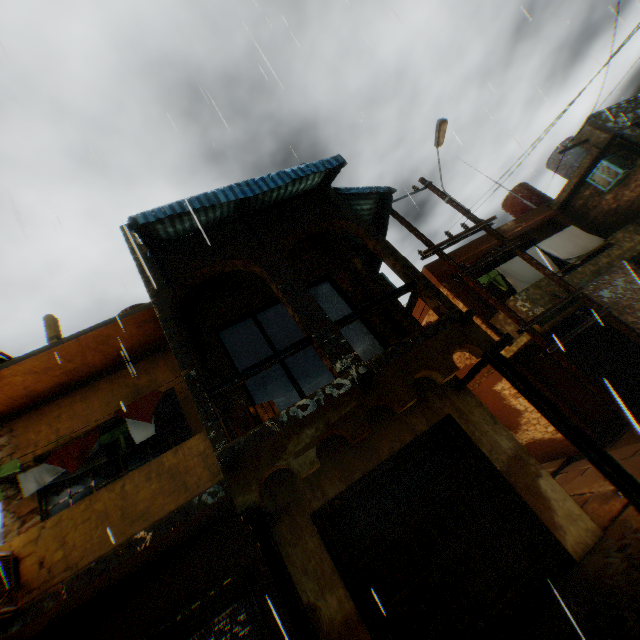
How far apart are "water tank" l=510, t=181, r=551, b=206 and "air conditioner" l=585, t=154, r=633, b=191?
0.8 meters

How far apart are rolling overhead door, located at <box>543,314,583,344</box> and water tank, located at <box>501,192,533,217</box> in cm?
347

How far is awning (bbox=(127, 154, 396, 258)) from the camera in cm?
549

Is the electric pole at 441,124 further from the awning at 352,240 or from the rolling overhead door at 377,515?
the rolling overhead door at 377,515

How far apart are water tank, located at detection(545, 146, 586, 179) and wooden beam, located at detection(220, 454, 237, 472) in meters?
20.1 m

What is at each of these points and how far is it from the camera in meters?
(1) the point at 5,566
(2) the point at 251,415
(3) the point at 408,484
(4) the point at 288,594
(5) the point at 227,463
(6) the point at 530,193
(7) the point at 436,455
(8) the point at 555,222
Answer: (1) air conditioner, 4.9
(2) wooden box, 5.6
(3) rolling overhead door, 6.1
(4) wooden beam, 3.7
(5) wooden beam, 4.2
(6) water tank, 16.4
(7) rolling overhead door, 6.4
(8) building, 13.2

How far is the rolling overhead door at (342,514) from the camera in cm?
561

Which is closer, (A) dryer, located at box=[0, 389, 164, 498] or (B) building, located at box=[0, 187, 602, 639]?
(B) building, located at box=[0, 187, 602, 639]
